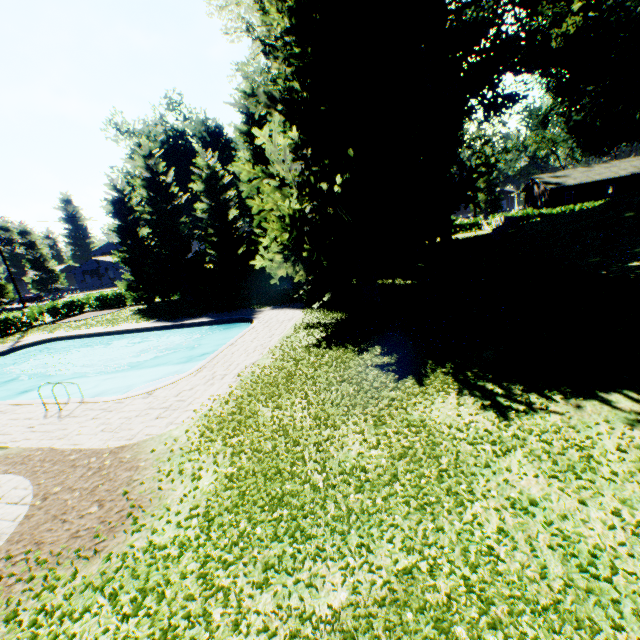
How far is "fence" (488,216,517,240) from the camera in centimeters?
2978cm

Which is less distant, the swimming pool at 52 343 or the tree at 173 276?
the swimming pool at 52 343

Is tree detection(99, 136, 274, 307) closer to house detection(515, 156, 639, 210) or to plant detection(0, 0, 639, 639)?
plant detection(0, 0, 639, 639)

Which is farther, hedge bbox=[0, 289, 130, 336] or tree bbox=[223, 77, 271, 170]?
hedge bbox=[0, 289, 130, 336]

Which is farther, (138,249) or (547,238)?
(138,249)

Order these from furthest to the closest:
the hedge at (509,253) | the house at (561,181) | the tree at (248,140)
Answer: the house at (561,181) → the tree at (248,140) → the hedge at (509,253)

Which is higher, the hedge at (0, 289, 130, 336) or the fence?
the fence

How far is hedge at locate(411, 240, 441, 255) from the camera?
26.34m
